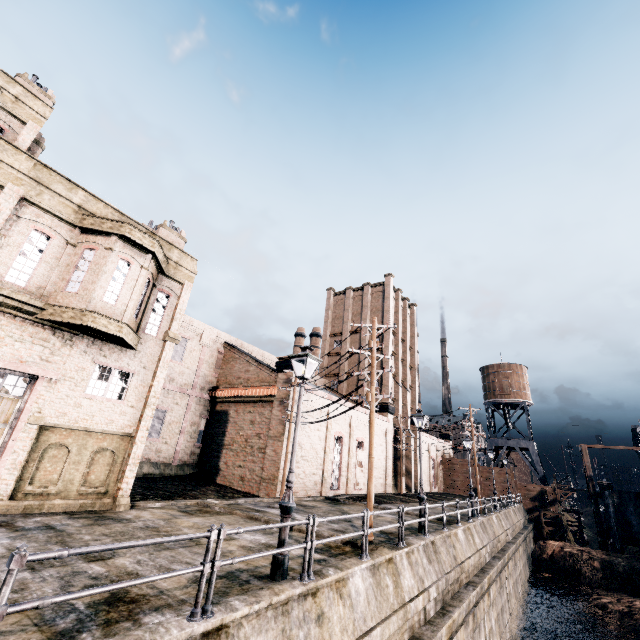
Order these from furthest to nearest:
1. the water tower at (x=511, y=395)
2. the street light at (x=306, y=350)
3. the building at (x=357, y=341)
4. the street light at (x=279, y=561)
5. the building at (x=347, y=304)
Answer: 1. the water tower at (x=511, y=395)
2. the building at (x=357, y=341)
3. the building at (x=347, y=304)
4. the street light at (x=306, y=350)
5. the street light at (x=279, y=561)

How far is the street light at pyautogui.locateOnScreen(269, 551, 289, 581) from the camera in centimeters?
753cm

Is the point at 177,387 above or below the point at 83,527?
above

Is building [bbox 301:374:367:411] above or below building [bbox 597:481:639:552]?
above

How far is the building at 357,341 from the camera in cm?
4716

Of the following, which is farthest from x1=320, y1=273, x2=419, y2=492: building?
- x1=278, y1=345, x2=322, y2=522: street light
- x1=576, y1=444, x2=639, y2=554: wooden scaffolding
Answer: x1=576, y1=444, x2=639, y2=554: wooden scaffolding

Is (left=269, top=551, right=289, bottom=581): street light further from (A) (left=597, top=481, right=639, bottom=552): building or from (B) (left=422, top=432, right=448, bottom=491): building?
(A) (left=597, top=481, right=639, bottom=552): building
